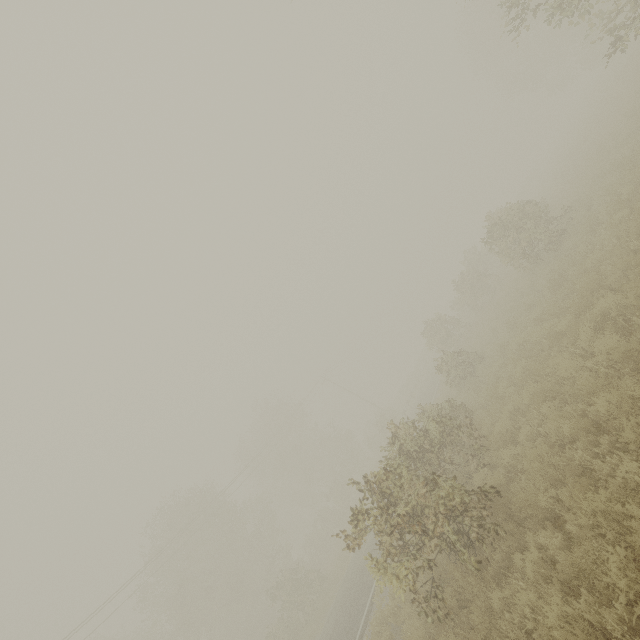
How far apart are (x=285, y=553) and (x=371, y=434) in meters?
21.8
